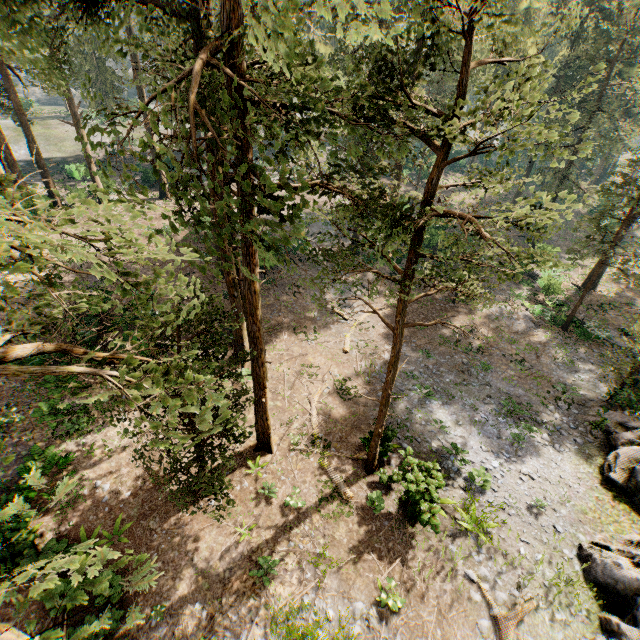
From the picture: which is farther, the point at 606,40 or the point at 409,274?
the point at 606,40

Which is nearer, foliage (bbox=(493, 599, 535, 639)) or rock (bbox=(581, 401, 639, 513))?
foliage (bbox=(493, 599, 535, 639))

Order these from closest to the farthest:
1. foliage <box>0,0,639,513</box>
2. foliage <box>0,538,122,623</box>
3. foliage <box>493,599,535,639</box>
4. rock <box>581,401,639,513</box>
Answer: foliage <box>0,538,122,623</box>, foliage <box>0,0,639,513</box>, foliage <box>493,599,535,639</box>, rock <box>581,401,639,513</box>

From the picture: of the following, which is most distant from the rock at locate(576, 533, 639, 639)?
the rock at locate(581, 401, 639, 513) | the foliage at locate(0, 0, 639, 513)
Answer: the foliage at locate(0, 0, 639, 513)

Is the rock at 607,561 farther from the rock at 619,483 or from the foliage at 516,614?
the foliage at 516,614

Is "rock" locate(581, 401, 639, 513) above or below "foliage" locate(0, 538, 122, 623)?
below

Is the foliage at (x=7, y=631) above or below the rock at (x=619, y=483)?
above
